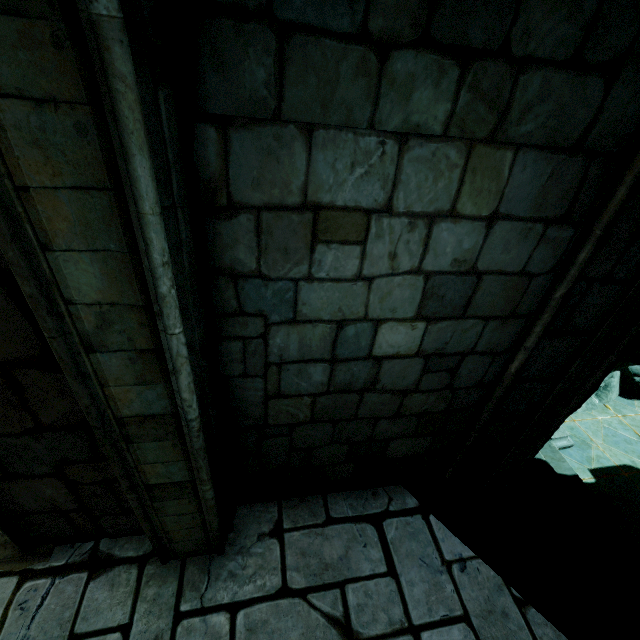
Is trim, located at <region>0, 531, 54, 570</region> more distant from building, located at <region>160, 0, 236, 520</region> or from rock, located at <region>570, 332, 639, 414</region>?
rock, located at <region>570, 332, 639, 414</region>

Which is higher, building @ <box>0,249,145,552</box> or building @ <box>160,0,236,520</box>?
building @ <box>160,0,236,520</box>

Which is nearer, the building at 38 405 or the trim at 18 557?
the building at 38 405

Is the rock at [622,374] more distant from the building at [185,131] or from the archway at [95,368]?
the archway at [95,368]

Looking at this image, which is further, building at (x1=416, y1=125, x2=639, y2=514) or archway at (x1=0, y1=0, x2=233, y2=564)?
building at (x1=416, y1=125, x2=639, y2=514)

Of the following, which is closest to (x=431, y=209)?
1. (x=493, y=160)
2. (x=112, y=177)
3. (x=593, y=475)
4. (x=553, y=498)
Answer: (x=493, y=160)

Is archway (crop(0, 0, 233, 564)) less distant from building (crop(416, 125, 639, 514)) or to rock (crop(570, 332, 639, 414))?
building (crop(416, 125, 639, 514))
